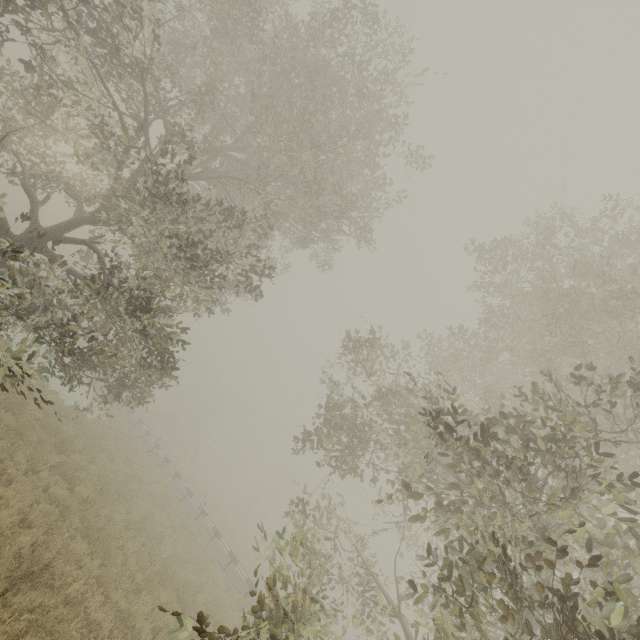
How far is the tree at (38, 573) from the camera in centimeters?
545cm

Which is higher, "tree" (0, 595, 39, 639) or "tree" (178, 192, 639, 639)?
"tree" (178, 192, 639, 639)

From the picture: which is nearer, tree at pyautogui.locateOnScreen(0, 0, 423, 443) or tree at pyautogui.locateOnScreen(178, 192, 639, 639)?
tree at pyautogui.locateOnScreen(178, 192, 639, 639)

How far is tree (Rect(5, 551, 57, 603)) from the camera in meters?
5.4

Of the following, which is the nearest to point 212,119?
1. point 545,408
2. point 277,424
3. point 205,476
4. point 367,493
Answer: point 545,408

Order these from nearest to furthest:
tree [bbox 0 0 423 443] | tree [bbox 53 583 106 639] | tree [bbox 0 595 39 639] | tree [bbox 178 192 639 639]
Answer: tree [bbox 178 192 639 639] → tree [bbox 0 595 39 639] → tree [bbox 53 583 106 639] → tree [bbox 0 0 423 443]

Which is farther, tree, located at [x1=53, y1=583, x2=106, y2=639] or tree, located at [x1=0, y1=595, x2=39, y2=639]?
tree, located at [x1=53, y1=583, x2=106, y2=639]

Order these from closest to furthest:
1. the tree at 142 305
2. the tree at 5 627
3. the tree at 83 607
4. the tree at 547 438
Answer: the tree at 547 438, the tree at 5 627, the tree at 83 607, the tree at 142 305
